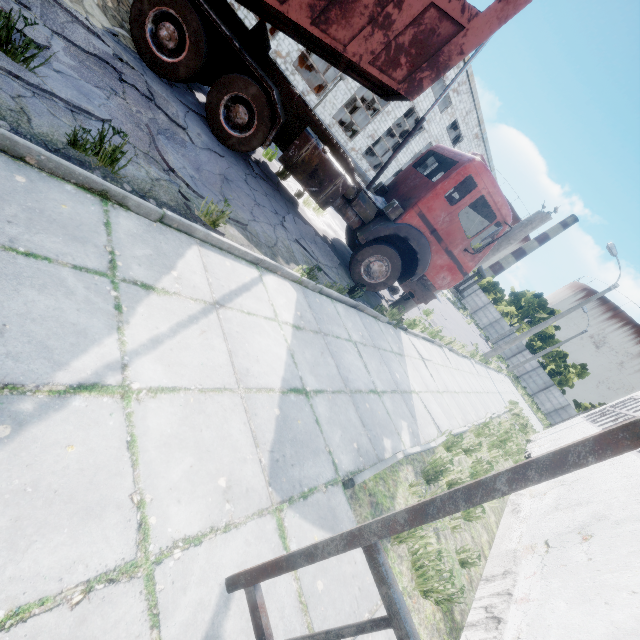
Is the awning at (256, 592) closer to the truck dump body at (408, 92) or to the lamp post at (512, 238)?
the truck dump body at (408, 92)

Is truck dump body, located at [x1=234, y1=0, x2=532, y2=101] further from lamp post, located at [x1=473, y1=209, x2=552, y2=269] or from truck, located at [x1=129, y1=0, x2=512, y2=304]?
lamp post, located at [x1=473, y1=209, x2=552, y2=269]

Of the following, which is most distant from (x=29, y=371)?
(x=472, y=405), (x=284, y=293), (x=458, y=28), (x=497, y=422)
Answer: (x=497, y=422)

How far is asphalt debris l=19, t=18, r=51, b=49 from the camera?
3.5 meters

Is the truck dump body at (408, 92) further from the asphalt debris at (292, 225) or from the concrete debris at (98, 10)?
the asphalt debris at (292, 225)

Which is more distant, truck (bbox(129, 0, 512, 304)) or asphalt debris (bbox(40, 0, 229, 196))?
truck (bbox(129, 0, 512, 304))

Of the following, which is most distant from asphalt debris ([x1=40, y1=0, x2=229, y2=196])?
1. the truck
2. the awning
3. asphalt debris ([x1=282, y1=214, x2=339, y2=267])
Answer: the awning

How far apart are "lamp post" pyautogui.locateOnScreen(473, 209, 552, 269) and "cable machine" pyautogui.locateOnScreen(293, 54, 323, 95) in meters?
19.9
